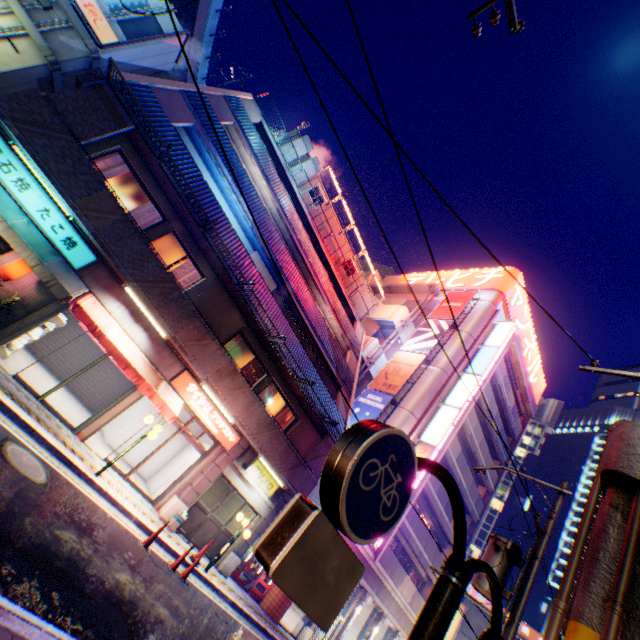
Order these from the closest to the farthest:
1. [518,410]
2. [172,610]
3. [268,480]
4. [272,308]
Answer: [172,610] → [272,308] → [268,480] → [518,410]

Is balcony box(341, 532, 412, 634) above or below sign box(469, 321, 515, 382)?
below

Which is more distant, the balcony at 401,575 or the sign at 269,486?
the balcony at 401,575

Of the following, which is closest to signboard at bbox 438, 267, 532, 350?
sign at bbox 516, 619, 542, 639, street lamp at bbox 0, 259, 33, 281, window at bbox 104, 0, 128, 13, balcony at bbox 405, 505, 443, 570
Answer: balcony at bbox 405, 505, 443, 570

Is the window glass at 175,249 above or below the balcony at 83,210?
above

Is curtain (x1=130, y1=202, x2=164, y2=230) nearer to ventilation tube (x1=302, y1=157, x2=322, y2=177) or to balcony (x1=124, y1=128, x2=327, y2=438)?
balcony (x1=124, y1=128, x2=327, y2=438)

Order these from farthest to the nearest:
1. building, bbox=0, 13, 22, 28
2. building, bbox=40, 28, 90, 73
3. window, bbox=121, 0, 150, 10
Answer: window, bbox=121, 0, 150, 10
building, bbox=40, 28, 90, 73
building, bbox=0, 13, 22, 28

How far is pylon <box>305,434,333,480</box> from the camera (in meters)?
15.66
